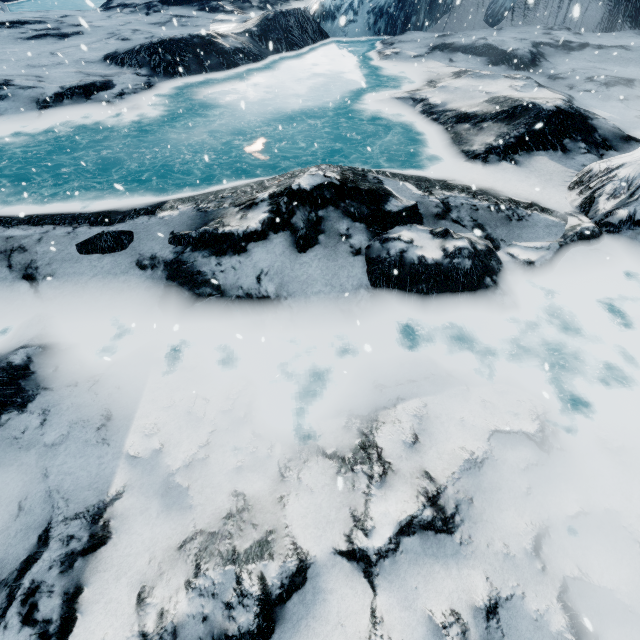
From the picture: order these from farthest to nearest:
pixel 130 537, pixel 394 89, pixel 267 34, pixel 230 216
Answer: → pixel 267 34 < pixel 394 89 < pixel 230 216 < pixel 130 537
